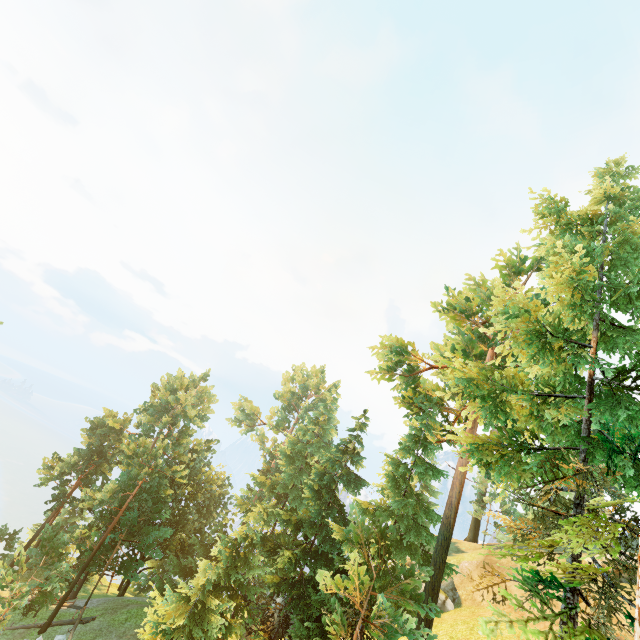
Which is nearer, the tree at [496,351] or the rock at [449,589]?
the tree at [496,351]

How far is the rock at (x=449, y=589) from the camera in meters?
28.0

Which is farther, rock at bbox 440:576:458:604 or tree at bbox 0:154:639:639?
rock at bbox 440:576:458:604

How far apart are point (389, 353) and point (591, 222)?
12.8 meters

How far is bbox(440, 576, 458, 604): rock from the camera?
28.0m
